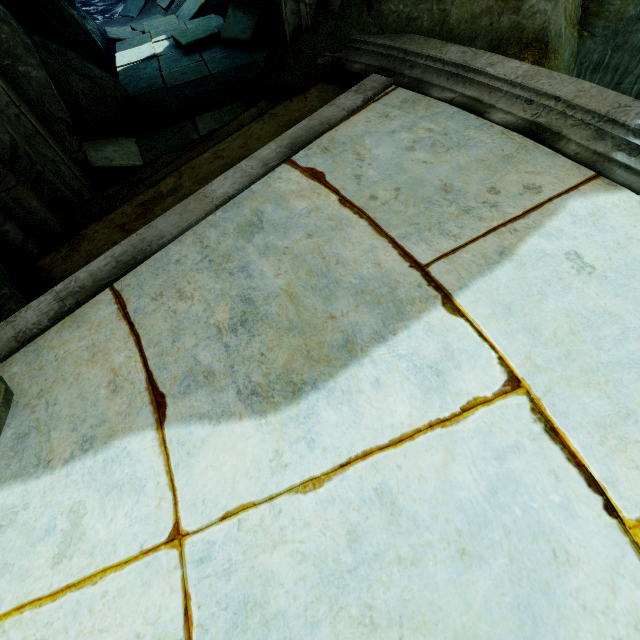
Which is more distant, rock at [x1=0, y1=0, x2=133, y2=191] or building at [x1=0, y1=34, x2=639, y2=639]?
rock at [x1=0, y1=0, x2=133, y2=191]

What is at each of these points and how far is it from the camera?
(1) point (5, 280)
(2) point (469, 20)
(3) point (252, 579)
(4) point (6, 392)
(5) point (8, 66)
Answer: (1) rock, 2.13m
(2) rock, 2.60m
(3) building, 1.07m
(4) rock, 1.52m
(5) rock, 2.48m

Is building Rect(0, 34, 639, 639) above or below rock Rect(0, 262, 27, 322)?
above

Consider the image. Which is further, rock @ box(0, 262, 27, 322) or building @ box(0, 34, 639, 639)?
rock @ box(0, 262, 27, 322)

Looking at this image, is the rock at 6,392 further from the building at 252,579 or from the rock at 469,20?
the rock at 469,20

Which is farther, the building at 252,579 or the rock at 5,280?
the rock at 5,280

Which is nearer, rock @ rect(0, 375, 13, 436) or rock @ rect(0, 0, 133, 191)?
rock @ rect(0, 375, 13, 436)
